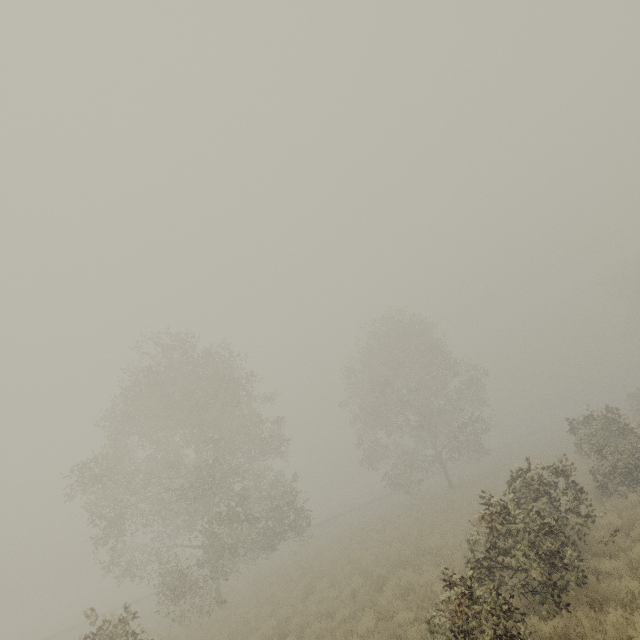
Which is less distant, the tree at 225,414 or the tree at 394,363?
the tree at 225,414

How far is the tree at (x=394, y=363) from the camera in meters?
29.8 m

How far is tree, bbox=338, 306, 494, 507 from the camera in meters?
29.8 m

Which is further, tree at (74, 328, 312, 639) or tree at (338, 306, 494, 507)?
tree at (338, 306, 494, 507)

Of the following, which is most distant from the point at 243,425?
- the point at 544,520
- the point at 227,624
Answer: the point at 544,520
